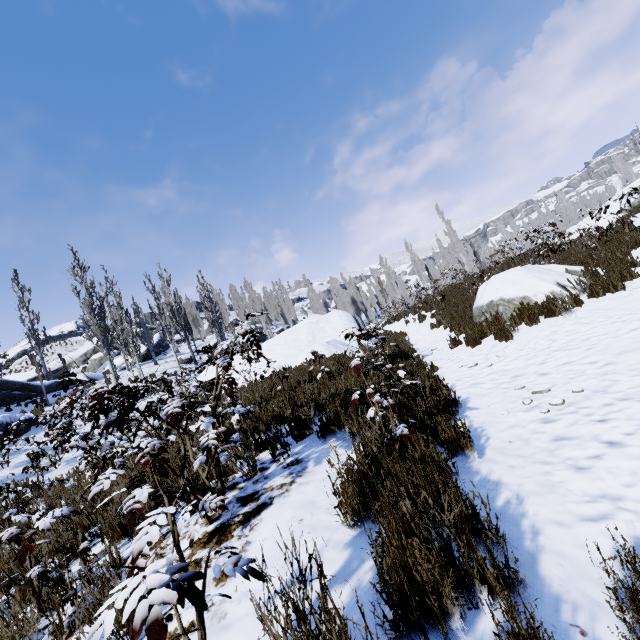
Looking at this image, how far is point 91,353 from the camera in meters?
36.9 m

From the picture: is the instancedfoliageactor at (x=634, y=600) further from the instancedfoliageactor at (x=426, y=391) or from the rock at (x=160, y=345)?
the rock at (x=160, y=345)

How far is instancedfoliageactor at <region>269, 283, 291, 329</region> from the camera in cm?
5050

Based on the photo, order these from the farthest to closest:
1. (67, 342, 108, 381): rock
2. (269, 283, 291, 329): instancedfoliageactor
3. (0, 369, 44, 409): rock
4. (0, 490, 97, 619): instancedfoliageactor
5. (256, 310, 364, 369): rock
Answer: (269, 283, 291, 329): instancedfoliageactor, (67, 342, 108, 381): rock, (0, 369, 44, 409): rock, (256, 310, 364, 369): rock, (0, 490, 97, 619): instancedfoliageactor

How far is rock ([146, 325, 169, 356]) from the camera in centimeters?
3516cm

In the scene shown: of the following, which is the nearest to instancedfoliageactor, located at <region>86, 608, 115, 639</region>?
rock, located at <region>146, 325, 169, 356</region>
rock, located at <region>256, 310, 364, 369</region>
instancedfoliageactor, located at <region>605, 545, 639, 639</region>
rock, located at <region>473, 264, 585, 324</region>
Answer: rock, located at <region>256, 310, 364, 369</region>

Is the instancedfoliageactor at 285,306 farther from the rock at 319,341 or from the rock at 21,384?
the rock at 21,384

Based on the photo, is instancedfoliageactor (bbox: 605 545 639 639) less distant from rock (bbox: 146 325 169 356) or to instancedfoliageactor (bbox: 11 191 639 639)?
instancedfoliageactor (bbox: 11 191 639 639)
